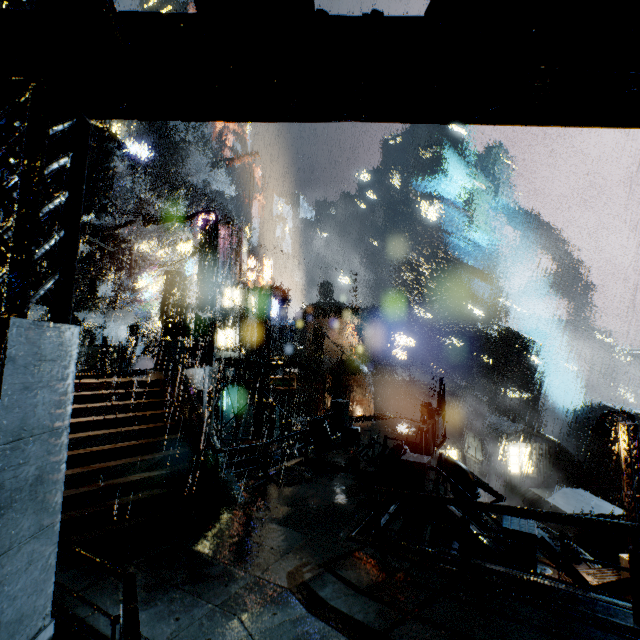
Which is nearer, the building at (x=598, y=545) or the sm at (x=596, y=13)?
the sm at (x=596, y=13)

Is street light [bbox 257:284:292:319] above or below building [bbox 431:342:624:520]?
above

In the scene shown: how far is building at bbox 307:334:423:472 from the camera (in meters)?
14.19

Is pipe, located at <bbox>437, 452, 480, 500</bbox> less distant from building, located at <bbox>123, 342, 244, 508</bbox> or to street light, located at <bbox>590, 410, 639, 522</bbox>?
building, located at <bbox>123, 342, 244, 508</bbox>

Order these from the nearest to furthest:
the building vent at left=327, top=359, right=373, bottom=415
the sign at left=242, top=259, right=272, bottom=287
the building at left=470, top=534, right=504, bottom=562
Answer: the building at left=470, top=534, right=504, bottom=562
the building vent at left=327, top=359, right=373, bottom=415
the sign at left=242, top=259, right=272, bottom=287

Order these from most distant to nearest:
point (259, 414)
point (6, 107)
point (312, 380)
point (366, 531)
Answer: point (312, 380) < point (259, 414) < point (366, 531) < point (6, 107)

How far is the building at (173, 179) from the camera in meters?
47.5 m

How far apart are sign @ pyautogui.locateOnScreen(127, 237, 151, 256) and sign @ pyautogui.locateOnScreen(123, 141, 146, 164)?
9.0m
